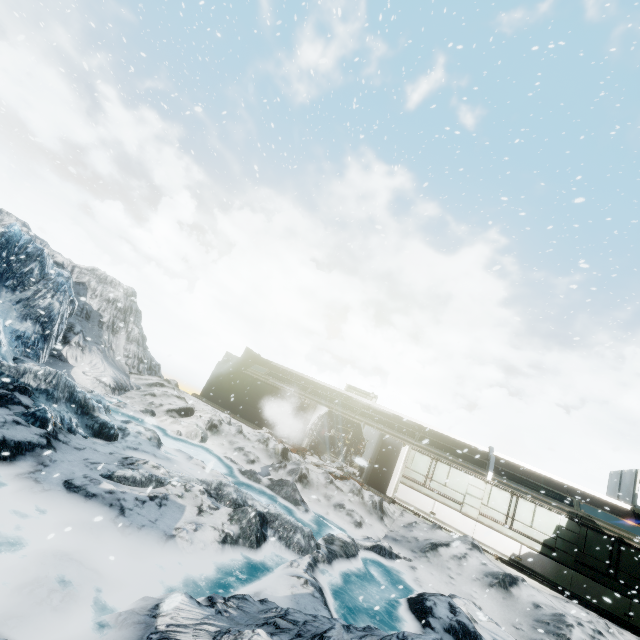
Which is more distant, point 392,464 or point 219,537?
point 392,464
